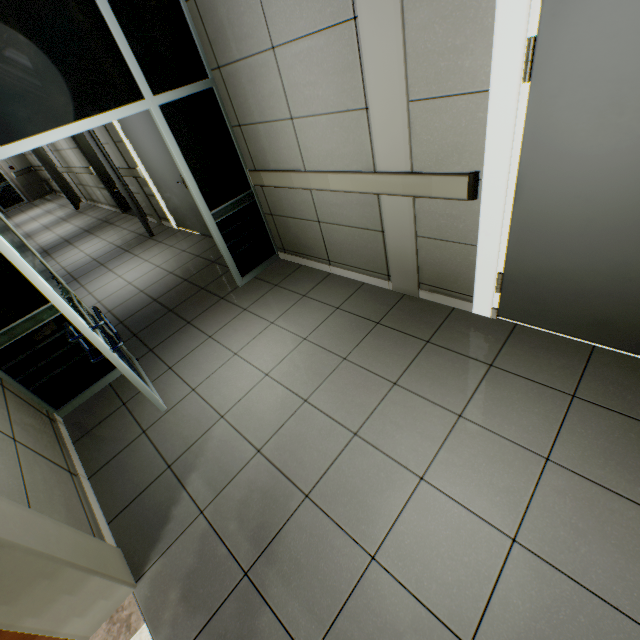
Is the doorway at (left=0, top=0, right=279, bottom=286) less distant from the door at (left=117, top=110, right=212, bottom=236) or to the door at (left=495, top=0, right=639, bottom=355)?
the door at (left=117, top=110, right=212, bottom=236)

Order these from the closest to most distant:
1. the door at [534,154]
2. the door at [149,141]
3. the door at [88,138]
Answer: the door at [534,154] < the door at [149,141] < the door at [88,138]

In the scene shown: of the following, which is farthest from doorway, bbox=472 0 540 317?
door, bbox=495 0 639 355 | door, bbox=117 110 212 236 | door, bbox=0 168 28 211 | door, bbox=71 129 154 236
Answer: door, bbox=0 168 28 211

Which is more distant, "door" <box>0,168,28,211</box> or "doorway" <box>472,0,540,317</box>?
"door" <box>0,168,28,211</box>

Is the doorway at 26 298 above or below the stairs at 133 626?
above

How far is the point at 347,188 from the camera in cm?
282

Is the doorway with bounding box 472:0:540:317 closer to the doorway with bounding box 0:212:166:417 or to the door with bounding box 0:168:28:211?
the doorway with bounding box 0:212:166:417

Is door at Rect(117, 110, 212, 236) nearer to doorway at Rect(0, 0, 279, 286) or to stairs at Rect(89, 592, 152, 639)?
doorway at Rect(0, 0, 279, 286)
